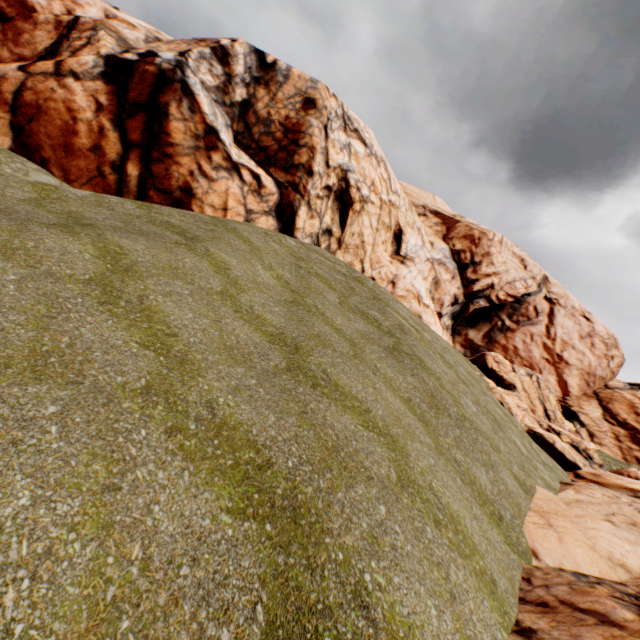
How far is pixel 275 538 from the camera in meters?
3.5 m
